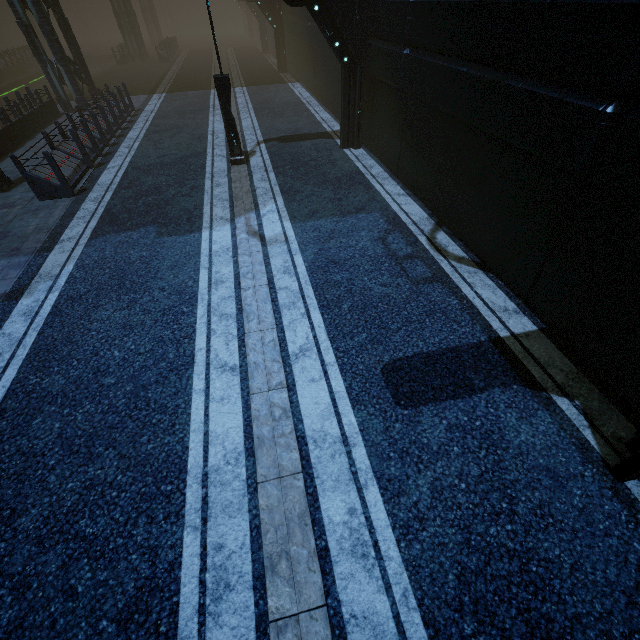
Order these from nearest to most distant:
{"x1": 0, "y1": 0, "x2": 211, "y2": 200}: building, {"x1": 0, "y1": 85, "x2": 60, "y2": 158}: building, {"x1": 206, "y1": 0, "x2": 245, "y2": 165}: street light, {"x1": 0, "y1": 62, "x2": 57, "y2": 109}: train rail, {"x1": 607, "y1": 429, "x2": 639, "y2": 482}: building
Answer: {"x1": 607, "y1": 429, "x2": 639, "y2": 482}: building < {"x1": 206, "y1": 0, "x2": 245, "y2": 165}: street light < {"x1": 0, "y1": 0, "x2": 211, "y2": 200}: building < {"x1": 0, "y1": 85, "x2": 60, "y2": 158}: building < {"x1": 0, "y1": 62, "x2": 57, "y2": 109}: train rail

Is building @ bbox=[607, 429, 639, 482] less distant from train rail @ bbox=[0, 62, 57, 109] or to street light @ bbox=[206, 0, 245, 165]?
train rail @ bbox=[0, 62, 57, 109]

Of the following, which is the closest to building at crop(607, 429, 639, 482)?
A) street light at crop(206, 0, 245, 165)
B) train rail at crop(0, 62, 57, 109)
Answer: train rail at crop(0, 62, 57, 109)

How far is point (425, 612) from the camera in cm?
302

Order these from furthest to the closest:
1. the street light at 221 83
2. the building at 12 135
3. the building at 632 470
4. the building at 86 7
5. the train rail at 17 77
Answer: the train rail at 17 77, the building at 12 135, the building at 86 7, the street light at 221 83, the building at 632 470

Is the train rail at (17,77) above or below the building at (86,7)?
below
